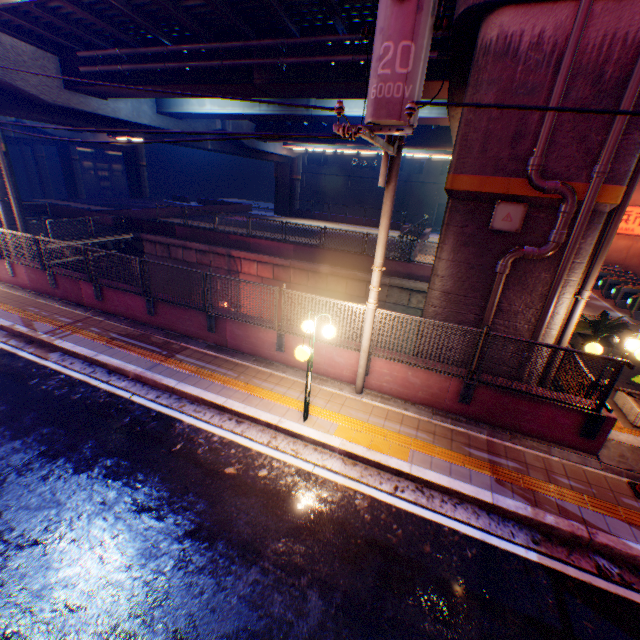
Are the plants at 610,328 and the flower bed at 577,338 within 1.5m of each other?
yes

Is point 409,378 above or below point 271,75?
below

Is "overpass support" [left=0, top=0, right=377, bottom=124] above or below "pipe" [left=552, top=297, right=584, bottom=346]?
above

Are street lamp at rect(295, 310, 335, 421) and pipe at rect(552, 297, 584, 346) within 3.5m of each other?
no

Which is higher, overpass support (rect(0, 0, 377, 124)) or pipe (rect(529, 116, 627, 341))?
overpass support (rect(0, 0, 377, 124))

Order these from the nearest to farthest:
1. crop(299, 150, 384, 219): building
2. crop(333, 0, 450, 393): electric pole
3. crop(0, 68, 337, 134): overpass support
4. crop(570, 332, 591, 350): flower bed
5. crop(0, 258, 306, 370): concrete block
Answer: crop(333, 0, 450, 393): electric pole
crop(0, 258, 306, 370): concrete block
crop(570, 332, 591, 350): flower bed
crop(0, 68, 337, 134): overpass support
crop(299, 150, 384, 219): building

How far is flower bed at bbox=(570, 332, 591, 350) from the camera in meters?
10.5

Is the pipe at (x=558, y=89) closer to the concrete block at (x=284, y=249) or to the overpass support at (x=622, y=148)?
the overpass support at (x=622, y=148)
